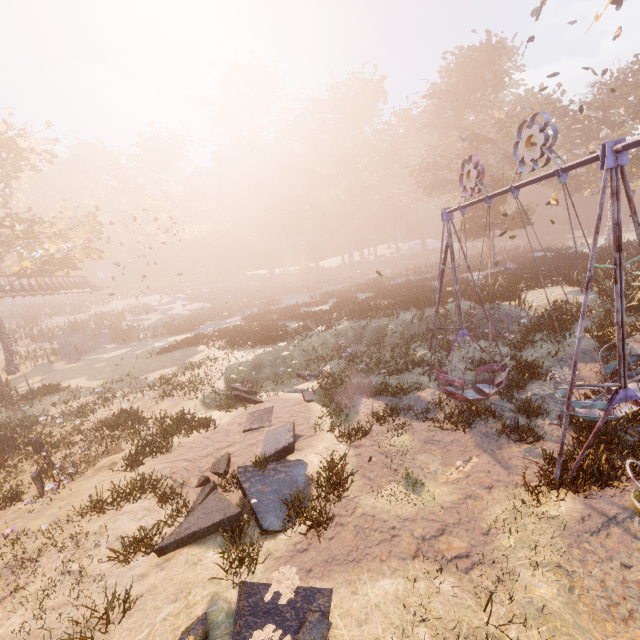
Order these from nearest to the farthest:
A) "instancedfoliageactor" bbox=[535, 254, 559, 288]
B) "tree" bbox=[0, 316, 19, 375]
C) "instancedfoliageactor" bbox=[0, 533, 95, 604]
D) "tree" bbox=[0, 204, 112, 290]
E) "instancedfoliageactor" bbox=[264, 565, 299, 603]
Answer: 1. "instancedfoliageactor" bbox=[264, 565, 299, 603]
2. "instancedfoliageactor" bbox=[0, 533, 95, 604]
3. "instancedfoliageactor" bbox=[535, 254, 559, 288]
4. "tree" bbox=[0, 204, 112, 290]
5. "tree" bbox=[0, 316, 19, 375]

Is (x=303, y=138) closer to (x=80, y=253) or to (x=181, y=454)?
(x=80, y=253)

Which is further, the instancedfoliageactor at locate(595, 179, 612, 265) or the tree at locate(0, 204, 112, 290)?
the tree at locate(0, 204, 112, 290)

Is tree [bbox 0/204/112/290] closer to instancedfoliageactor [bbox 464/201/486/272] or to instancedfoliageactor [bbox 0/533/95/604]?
instancedfoliageactor [bbox 464/201/486/272]

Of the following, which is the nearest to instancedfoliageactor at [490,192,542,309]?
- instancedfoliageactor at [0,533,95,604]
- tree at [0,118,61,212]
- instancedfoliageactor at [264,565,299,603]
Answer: tree at [0,118,61,212]

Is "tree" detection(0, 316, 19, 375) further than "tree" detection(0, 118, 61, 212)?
Yes

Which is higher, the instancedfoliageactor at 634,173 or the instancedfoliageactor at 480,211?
the instancedfoliageactor at 634,173

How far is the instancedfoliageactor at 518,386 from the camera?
8.5 meters
